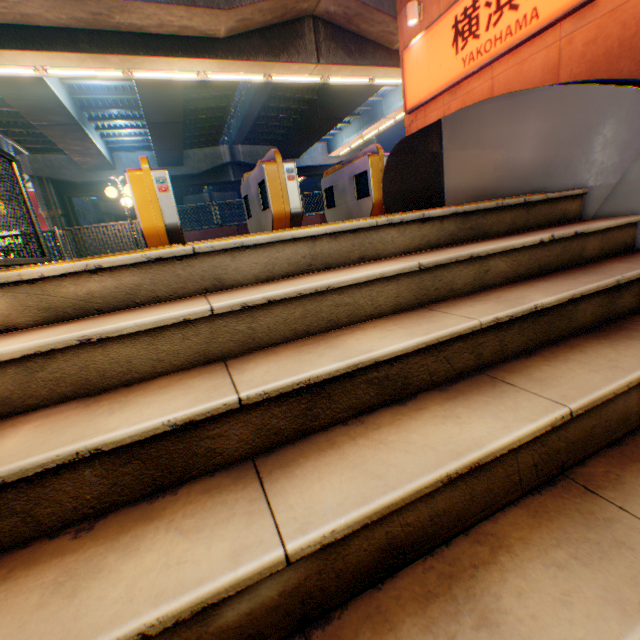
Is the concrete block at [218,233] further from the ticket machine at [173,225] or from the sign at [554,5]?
the sign at [554,5]

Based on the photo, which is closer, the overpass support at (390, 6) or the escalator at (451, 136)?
the escalator at (451, 136)

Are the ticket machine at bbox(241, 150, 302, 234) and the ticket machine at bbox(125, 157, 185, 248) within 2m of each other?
yes

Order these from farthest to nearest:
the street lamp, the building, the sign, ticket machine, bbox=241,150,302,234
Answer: the building, the street lamp, the sign, ticket machine, bbox=241,150,302,234

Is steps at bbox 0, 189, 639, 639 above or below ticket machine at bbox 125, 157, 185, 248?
below

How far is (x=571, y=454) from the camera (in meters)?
1.18

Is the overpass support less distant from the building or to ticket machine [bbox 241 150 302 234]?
the building

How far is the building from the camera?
43.6 meters
